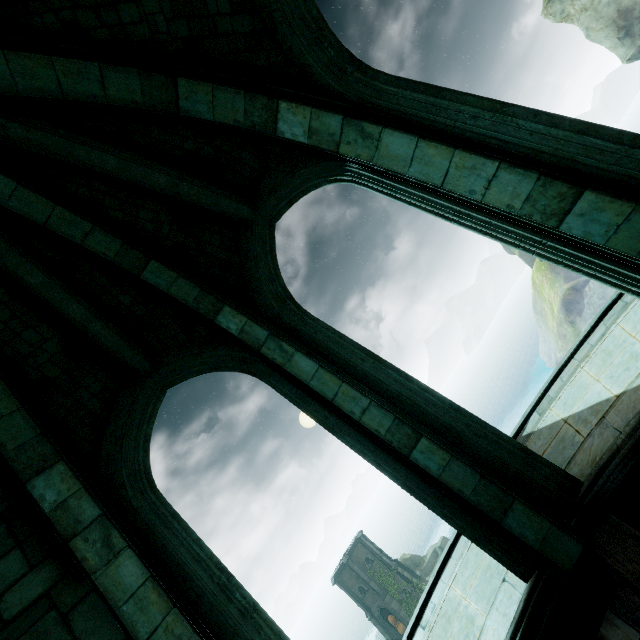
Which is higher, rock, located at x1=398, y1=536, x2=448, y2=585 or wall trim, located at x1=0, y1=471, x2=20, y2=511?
wall trim, located at x1=0, y1=471, x2=20, y2=511

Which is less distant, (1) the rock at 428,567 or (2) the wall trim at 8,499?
(2) the wall trim at 8,499

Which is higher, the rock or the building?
the building

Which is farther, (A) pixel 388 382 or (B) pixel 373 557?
(B) pixel 373 557

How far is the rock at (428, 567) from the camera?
42.90m

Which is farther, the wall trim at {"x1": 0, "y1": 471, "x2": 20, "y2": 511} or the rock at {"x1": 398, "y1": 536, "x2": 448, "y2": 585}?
the rock at {"x1": 398, "y1": 536, "x2": 448, "y2": 585}

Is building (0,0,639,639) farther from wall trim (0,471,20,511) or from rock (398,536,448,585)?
rock (398,536,448,585)
